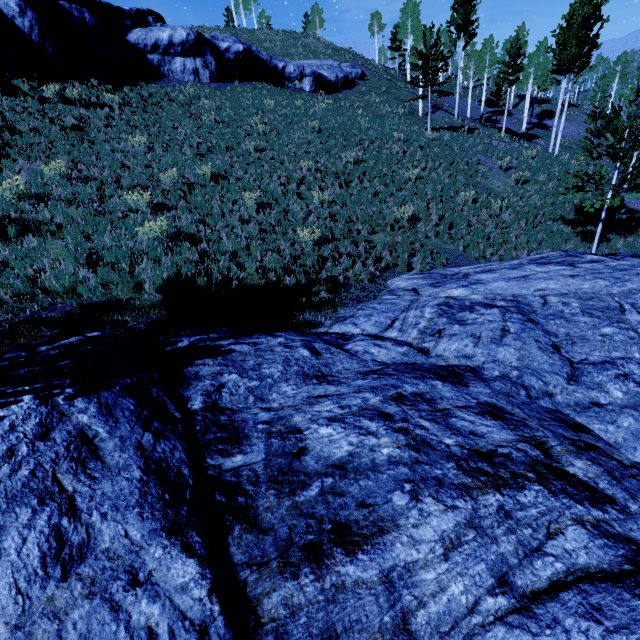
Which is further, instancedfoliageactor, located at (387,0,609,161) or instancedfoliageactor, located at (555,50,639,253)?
instancedfoliageactor, located at (387,0,609,161)

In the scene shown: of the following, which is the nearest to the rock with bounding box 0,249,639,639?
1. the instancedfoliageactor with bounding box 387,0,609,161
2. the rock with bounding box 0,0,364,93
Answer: the instancedfoliageactor with bounding box 387,0,609,161

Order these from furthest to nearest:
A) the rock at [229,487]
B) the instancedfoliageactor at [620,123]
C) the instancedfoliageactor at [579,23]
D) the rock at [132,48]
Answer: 1. the instancedfoliageactor at [579,23]
2. the rock at [132,48]
3. the instancedfoliageactor at [620,123]
4. the rock at [229,487]

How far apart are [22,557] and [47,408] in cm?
169

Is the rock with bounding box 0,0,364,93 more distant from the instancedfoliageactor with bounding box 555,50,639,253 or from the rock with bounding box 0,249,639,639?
the rock with bounding box 0,249,639,639

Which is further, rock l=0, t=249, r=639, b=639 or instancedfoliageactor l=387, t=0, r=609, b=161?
instancedfoliageactor l=387, t=0, r=609, b=161

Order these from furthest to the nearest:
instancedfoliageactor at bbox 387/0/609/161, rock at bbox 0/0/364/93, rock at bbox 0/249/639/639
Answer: instancedfoliageactor at bbox 387/0/609/161, rock at bbox 0/0/364/93, rock at bbox 0/249/639/639

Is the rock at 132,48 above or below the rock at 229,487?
above
